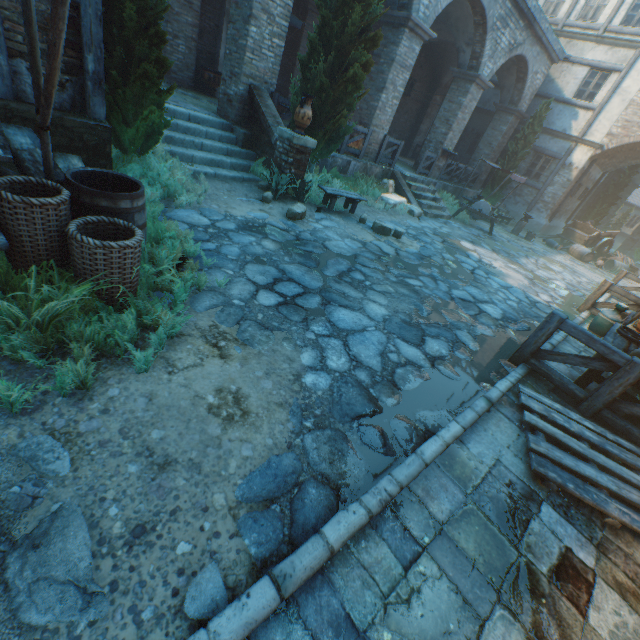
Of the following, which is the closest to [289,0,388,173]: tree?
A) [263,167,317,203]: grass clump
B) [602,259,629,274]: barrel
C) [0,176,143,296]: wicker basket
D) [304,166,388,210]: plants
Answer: [304,166,388,210]: plants

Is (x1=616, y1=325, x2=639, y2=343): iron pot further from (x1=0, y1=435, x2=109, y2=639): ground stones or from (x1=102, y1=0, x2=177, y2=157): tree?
(x1=102, y1=0, x2=177, y2=157): tree

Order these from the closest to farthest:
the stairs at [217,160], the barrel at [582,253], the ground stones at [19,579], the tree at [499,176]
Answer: the ground stones at [19,579] → the stairs at [217,160] → the barrel at [582,253] → the tree at [499,176]

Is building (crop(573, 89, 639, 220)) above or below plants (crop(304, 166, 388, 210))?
above

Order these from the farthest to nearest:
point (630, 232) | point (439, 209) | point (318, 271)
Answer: point (630, 232)
point (439, 209)
point (318, 271)

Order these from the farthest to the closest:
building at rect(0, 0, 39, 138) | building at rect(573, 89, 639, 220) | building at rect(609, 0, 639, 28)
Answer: building at rect(573, 89, 639, 220), building at rect(609, 0, 639, 28), building at rect(0, 0, 39, 138)

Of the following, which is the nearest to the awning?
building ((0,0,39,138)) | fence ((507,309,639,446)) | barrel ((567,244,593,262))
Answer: building ((0,0,39,138))

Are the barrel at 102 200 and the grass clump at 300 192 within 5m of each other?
yes
